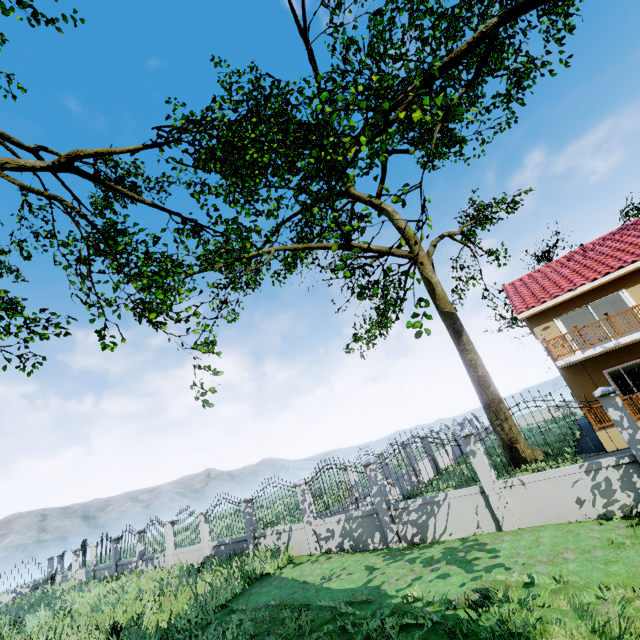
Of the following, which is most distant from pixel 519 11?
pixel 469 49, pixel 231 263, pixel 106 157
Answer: pixel 106 157

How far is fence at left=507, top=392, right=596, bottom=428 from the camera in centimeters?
753cm

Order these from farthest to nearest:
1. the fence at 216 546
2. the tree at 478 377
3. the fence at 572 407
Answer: the fence at 572 407
the fence at 216 546
the tree at 478 377

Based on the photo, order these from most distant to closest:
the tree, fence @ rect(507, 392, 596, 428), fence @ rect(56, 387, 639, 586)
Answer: fence @ rect(507, 392, 596, 428), fence @ rect(56, 387, 639, 586), the tree

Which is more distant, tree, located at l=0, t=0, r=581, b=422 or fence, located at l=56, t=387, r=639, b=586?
fence, located at l=56, t=387, r=639, b=586

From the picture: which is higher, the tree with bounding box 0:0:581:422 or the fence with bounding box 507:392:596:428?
the tree with bounding box 0:0:581:422

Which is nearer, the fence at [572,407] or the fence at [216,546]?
the fence at [216,546]
